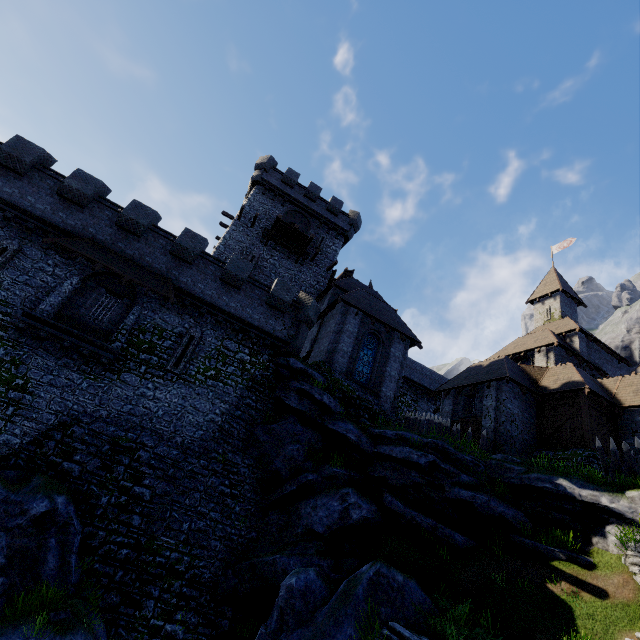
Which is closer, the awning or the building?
the awning

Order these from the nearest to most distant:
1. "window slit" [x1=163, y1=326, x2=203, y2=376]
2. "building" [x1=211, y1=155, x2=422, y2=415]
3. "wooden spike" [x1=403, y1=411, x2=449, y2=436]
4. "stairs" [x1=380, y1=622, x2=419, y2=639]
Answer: "stairs" [x1=380, y1=622, x2=419, y2=639] → "window slit" [x1=163, y1=326, x2=203, y2=376] → "wooden spike" [x1=403, y1=411, x2=449, y2=436] → "building" [x1=211, y1=155, x2=422, y2=415]

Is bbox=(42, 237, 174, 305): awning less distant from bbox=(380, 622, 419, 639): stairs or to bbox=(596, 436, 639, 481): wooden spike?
bbox=(380, 622, 419, 639): stairs

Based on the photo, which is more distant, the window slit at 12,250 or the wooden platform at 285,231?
the wooden platform at 285,231

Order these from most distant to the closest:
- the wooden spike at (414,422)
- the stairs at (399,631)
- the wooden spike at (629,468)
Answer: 1. the wooden spike at (414,422)
2. the wooden spike at (629,468)
3. the stairs at (399,631)

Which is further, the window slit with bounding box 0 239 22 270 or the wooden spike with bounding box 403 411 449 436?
the wooden spike with bounding box 403 411 449 436

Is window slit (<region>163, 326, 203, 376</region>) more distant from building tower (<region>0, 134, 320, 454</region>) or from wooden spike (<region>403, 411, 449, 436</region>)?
wooden spike (<region>403, 411, 449, 436</region>)

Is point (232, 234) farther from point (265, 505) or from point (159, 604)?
point (159, 604)
